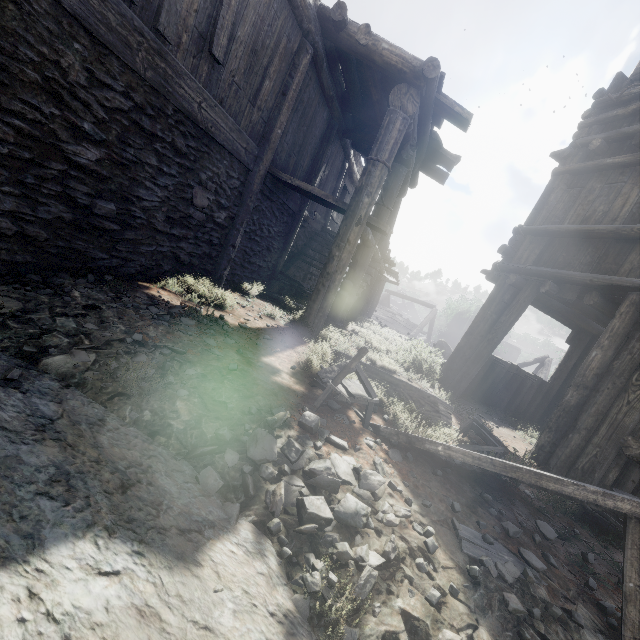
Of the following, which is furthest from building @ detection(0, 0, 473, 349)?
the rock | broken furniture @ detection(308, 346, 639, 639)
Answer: broken furniture @ detection(308, 346, 639, 639)

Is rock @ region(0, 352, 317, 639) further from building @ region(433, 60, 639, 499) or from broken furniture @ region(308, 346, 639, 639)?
broken furniture @ region(308, 346, 639, 639)

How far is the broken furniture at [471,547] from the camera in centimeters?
210cm

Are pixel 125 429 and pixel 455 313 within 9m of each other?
no

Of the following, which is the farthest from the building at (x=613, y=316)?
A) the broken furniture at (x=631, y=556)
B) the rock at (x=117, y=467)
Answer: the broken furniture at (x=631, y=556)

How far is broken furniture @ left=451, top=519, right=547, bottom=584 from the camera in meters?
2.1 m
